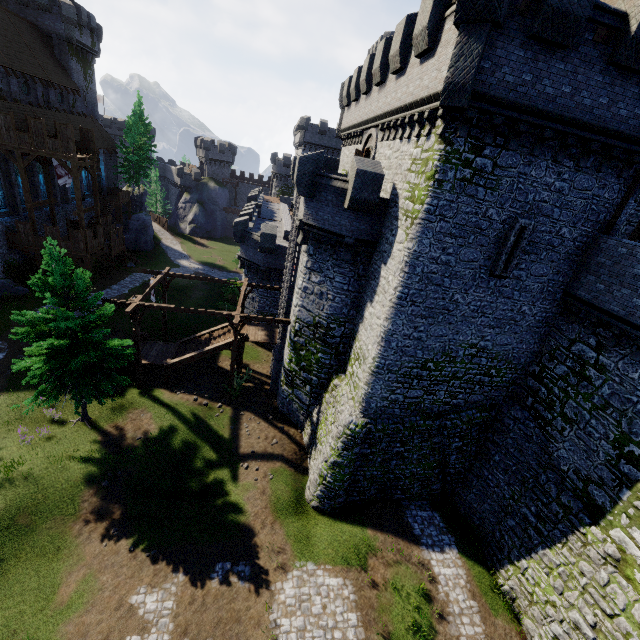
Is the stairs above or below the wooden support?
below

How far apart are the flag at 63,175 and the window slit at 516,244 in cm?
3334

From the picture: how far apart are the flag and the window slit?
33.3m

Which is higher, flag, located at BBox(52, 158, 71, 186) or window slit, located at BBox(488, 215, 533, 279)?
window slit, located at BBox(488, 215, 533, 279)

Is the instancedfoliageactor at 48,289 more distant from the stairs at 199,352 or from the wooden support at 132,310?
the stairs at 199,352

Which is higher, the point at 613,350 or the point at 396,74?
the point at 396,74

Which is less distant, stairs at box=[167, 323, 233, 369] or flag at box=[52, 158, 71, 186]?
stairs at box=[167, 323, 233, 369]

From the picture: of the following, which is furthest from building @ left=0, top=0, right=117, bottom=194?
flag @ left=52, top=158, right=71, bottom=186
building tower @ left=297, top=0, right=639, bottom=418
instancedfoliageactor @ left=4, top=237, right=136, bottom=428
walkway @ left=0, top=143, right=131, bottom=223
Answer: building tower @ left=297, top=0, right=639, bottom=418
